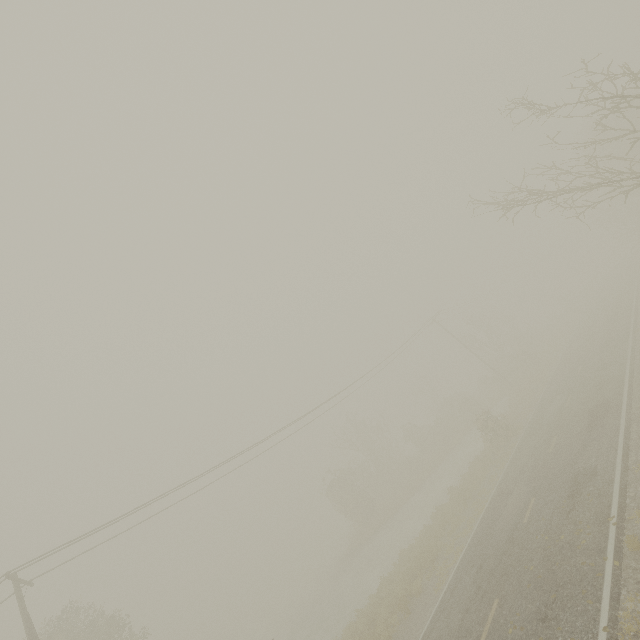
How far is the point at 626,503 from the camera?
10.11m
